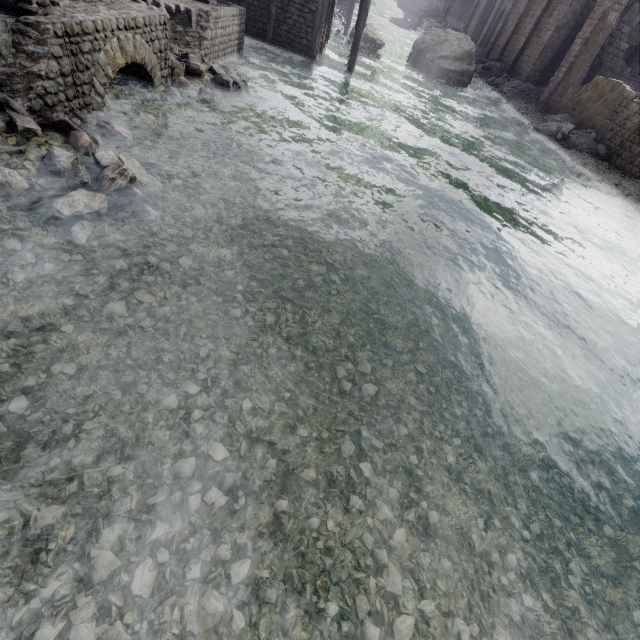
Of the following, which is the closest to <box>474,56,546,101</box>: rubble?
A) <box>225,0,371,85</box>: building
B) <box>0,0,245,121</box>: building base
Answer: <box>225,0,371,85</box>: building

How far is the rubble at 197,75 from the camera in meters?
9.8

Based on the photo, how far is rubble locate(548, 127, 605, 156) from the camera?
21.0m

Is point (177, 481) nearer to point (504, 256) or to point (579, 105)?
point (504, 256)

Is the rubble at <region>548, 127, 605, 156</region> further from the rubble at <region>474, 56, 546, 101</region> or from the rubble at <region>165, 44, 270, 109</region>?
the rubble at <region>165, 44, 270, 109</region>

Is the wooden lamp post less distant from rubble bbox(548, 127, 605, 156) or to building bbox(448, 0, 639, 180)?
building bbox(448, 0, 639, 180)

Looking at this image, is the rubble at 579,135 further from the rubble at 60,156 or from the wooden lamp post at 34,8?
the wooden lamp post at 34,8

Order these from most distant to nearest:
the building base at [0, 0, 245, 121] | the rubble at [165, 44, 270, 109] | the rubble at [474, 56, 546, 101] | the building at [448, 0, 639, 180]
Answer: the rubble at [474, 56, 546, 101]
the building at [448, 0, 639, 180]
the rubble at [165, 44, 270, 109]
the building base at [0, 0, 245, 121]
